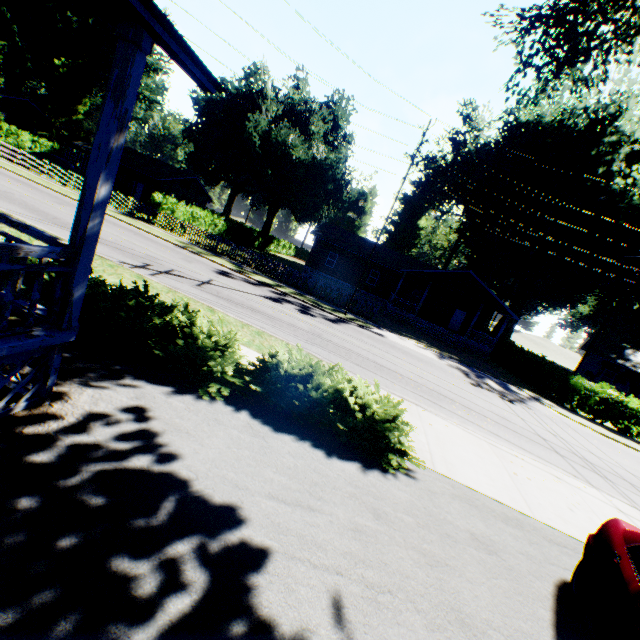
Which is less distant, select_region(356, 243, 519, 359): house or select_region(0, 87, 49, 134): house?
select_region(356, 243, 519, 359): house

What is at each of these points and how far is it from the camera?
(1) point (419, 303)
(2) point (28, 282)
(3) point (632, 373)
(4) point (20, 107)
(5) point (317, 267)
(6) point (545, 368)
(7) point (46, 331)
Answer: (1) house, 30.0 meters
(2) hedge, 6.4 meters
(3) house, 32.4 meters
(4) house, 45.6 meters
(5) house, 35.9 meters
(6) hedge, 24.5 meters
(7) house, 3.7 meters

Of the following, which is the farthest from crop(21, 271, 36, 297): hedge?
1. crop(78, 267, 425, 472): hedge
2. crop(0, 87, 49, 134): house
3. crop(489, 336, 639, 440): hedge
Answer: crop(0, 87, 49, 134): house

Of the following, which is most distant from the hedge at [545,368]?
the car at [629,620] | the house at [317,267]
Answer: the car at [629,620]

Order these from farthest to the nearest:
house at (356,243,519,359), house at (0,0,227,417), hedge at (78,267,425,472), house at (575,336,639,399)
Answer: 1. house at (575,336,639,399)
2. house at (356,243,519,359)
3. hedge at (78,267,425,472)
4. house at (0,0,227,417)

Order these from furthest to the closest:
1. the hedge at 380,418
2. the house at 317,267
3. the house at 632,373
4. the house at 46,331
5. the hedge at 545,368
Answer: the house at 317,267, the house at 632,373, the hedge at 545,368, the hedge at 380,418, the house at 46,331

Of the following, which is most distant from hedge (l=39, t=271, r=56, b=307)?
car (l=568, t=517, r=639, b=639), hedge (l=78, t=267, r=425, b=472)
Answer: car (l=568, t=517, r=639, b=639)

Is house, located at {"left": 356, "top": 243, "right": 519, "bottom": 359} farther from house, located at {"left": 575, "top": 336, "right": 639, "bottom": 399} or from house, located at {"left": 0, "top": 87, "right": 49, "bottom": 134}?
house, located at {"left": 0, "top": 87, "right": 49, "bottom": 134}
